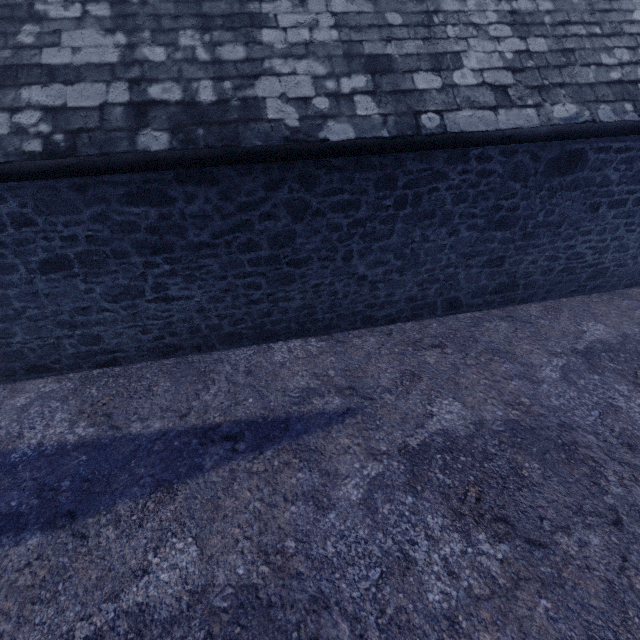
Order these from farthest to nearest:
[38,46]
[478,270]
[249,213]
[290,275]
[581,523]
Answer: [478,270] → [290,275] → [249,213] → [38,46] → [581,523]
